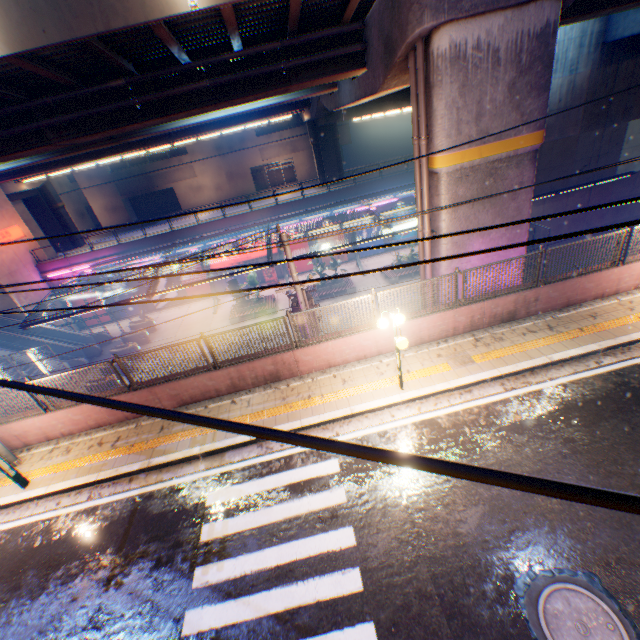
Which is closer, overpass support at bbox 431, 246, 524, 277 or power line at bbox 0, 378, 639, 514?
power line at bbox 0, 378, 639, 514

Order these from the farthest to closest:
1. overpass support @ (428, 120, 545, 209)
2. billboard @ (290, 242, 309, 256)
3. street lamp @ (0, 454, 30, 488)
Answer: billboard @ (290, 242, 309, 256) < overpass support @ (428, 120, 545, 209) < street lamp @ (0, 454, 30, 488)

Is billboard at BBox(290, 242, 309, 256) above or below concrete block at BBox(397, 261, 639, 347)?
below

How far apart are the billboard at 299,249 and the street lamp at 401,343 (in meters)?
24.26

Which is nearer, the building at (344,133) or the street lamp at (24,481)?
the street lamp at (24,481)

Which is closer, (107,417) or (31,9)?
(31,9)

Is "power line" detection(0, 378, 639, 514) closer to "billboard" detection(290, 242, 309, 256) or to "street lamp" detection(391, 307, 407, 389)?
"street lamp" detection(391, 307, 407, 389)

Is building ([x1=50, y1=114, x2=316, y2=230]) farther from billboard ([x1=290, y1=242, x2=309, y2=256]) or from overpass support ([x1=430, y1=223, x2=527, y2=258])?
billboard ([x1=290, y1=242, x2=309, y2=256])
